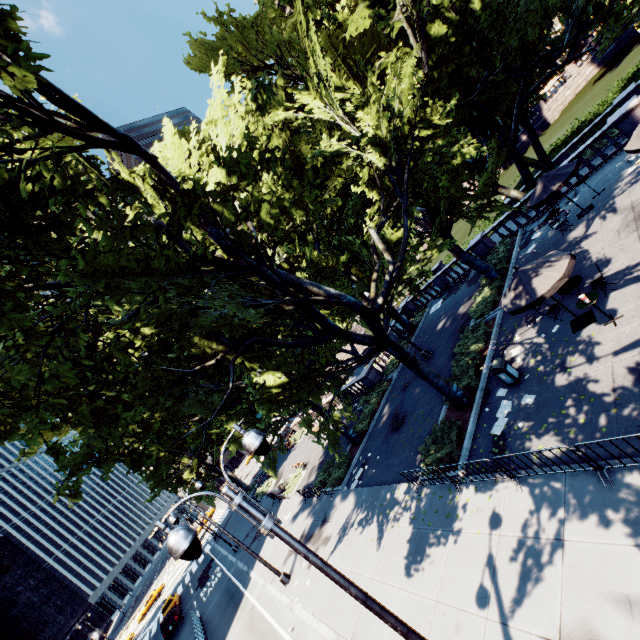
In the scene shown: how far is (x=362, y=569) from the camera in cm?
1257

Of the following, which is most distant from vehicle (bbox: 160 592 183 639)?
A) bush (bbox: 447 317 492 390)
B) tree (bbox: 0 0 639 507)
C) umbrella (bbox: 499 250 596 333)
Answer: umbrella (bbox: 499 250 596 333)

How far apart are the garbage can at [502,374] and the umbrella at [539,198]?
9.62m

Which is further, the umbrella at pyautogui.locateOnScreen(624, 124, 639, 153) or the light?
the umbrella at pyautogui.locateOnScreen(624, 124, 639, 153)

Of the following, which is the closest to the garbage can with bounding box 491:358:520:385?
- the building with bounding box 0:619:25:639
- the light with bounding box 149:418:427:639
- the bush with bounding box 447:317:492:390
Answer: the bush with bounding box 447:317:492:390

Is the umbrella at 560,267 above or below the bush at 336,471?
above

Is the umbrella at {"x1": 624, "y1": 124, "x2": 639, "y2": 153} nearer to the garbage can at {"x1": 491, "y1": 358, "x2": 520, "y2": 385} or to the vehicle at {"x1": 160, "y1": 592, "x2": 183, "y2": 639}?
the garbage can at {"x1": 491, "y1": 358, "x2": 520, "y2": 385}

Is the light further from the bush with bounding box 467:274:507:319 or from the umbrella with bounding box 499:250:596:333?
the bush with bounding box 467:274:507:319
